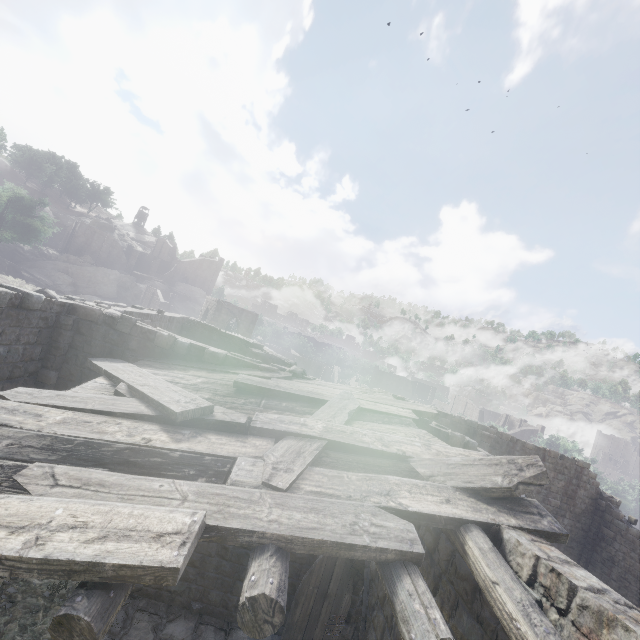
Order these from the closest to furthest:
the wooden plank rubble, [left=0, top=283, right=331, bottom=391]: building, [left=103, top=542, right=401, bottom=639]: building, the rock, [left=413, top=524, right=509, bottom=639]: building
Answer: the wooden plank rubble → [left=413, top=524, right=509, bottom=639]: building → [left=103, top=542, right=401, bottom=639]: building → [left=0, top=283, right=331, bottom=391]: building → the rock

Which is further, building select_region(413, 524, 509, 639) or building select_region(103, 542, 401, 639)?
building select_region(103, 542, 401, 639)

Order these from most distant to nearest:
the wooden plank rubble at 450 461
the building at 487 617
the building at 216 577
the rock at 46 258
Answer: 1. the rock at 46 258
2. the building at 216 577
3. the building at 487 617
4. the wooden plank rubble at 450 461

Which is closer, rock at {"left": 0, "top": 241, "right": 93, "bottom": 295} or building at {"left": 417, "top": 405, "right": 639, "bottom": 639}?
building at {"left": 417, "top": 405, "right": 639, "bottom": 639}

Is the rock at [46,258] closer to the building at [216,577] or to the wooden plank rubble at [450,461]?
the building at [216,577]

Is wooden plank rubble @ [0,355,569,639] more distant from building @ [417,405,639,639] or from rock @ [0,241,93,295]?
rock @ [0,241,93,295]

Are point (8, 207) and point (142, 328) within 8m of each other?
no
